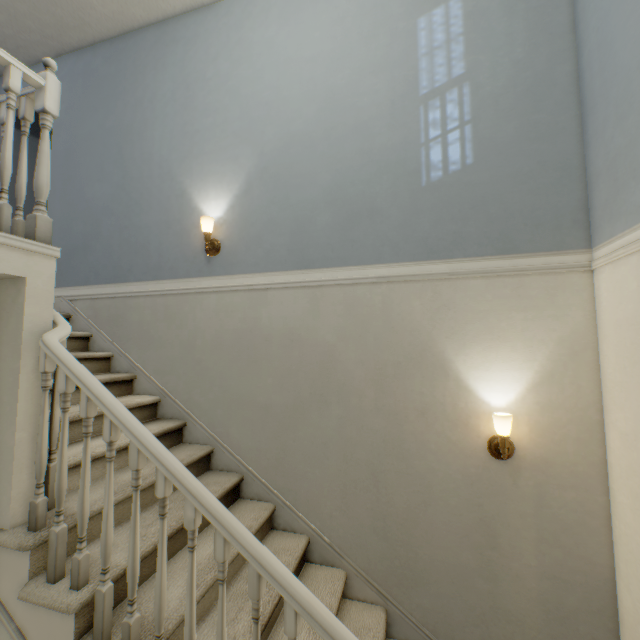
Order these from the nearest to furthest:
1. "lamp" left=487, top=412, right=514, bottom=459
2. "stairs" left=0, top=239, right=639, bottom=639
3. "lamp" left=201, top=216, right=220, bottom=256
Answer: "stairs" left=0, top=239, right=639, bottom=639 → "lamp" left=487, top=412, right=514, bottom=459 → "lamp" left=201, top=216, right=220, bottom=256

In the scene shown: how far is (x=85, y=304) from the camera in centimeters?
295cm

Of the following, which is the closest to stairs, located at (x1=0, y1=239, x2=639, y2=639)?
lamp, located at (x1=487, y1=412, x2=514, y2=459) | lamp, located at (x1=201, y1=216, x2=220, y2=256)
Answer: lamp, located at (x1=201, y1=216, x2=220, y2=256)

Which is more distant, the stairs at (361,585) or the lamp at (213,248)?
the lamp at (213,248)

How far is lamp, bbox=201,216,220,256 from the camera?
2.51m

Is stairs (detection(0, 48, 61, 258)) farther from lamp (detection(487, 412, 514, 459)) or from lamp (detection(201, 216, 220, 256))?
lamp (detection(487, 412, 514, 459))

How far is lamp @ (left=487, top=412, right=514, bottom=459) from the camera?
1.8 meters

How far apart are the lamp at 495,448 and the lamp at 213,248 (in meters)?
2.26
